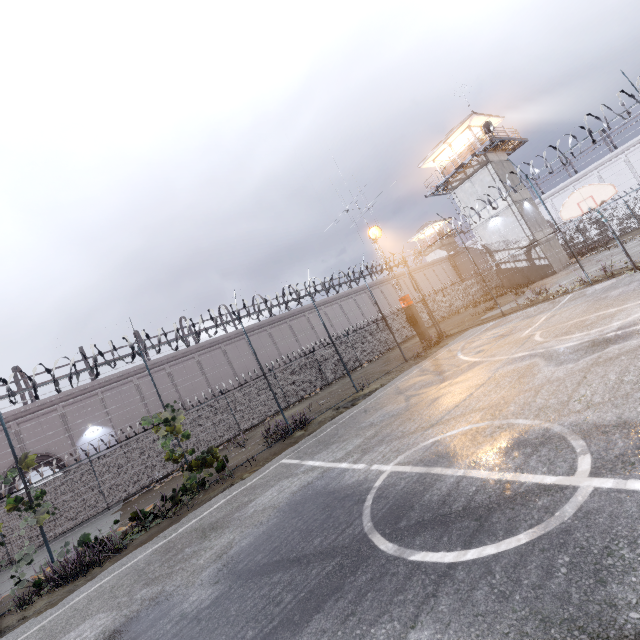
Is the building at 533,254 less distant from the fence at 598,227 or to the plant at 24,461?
the fence at 598,227

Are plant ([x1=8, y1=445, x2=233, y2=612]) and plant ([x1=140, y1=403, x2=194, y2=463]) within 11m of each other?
yes

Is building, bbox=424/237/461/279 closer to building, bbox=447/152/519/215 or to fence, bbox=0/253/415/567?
fence, bbox=0/253/415/567

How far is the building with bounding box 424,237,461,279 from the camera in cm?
5262

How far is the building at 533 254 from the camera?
26.2m

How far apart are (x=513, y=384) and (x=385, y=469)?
3.4 meters

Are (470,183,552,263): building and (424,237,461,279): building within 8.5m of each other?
no

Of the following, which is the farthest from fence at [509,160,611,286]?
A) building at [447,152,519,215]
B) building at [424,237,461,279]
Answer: building at [424,237,461,279]
